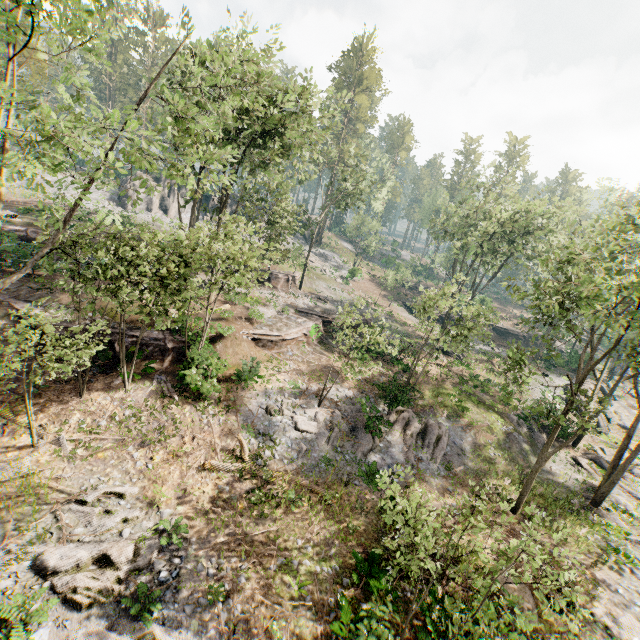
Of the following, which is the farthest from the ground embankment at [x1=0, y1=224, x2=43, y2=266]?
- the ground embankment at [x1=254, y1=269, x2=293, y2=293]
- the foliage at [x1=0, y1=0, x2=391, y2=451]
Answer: the ground embankment at [x1=254, y1=269, x2=293, y2=293]

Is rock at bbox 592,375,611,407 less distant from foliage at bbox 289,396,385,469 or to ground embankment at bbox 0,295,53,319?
foliage at bbox 289,396,385,469

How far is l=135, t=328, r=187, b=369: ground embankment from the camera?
19.00m

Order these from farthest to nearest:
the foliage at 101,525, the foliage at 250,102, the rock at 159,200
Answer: the rock at 159,200 → the foliage at 101,525 → the foliage at 250,102

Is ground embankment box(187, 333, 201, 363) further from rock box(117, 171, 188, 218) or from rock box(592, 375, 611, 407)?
rock box(592, 375, 611, 407)

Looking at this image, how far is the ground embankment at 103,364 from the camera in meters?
17.5

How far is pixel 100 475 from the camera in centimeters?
1333cm

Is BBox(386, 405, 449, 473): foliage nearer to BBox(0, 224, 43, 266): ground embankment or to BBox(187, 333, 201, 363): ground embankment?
BBox(187, 333, 201, 363): ground embankment
